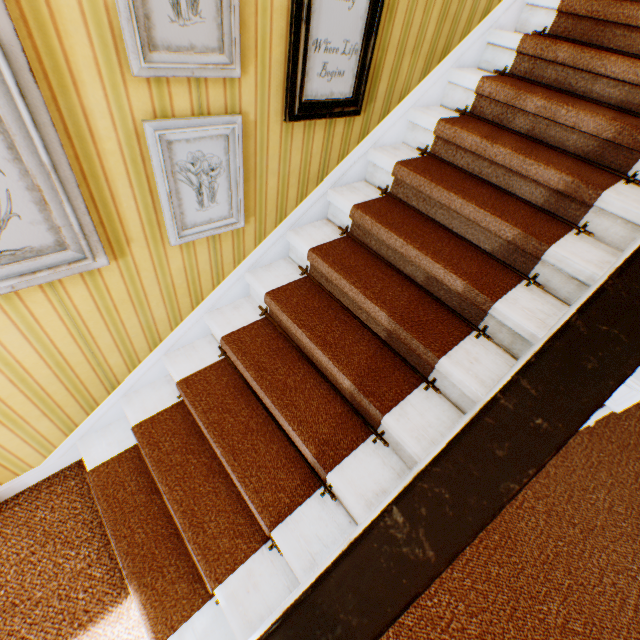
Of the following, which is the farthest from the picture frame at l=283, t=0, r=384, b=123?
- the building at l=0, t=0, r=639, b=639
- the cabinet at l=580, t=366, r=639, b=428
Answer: the cabinet at l=580, t=366, r=639, b=428

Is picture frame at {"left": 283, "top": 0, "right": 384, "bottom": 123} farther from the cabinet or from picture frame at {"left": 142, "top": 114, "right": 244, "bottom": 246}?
the cabinet

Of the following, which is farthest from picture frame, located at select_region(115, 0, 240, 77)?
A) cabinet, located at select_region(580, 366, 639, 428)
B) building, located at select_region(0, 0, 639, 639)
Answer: cabinet, located at select_region(580, 366, 639, 428)

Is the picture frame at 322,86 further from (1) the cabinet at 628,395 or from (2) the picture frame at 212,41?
(1) the cabinet at 628,395

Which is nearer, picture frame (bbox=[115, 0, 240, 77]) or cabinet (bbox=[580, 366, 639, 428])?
picture frame (bbox=[115, 0, 240, 77])

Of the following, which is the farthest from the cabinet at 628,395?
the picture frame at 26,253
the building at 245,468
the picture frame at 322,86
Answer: the picture frame at 26,253

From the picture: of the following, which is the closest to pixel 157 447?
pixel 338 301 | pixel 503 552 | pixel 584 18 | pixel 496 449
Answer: pixel 338 301

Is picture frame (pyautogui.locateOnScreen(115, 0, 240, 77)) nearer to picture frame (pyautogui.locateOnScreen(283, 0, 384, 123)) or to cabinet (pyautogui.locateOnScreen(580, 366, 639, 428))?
picture frame (pyautogui.locateOnScreen(283, 0, 384, 123))
